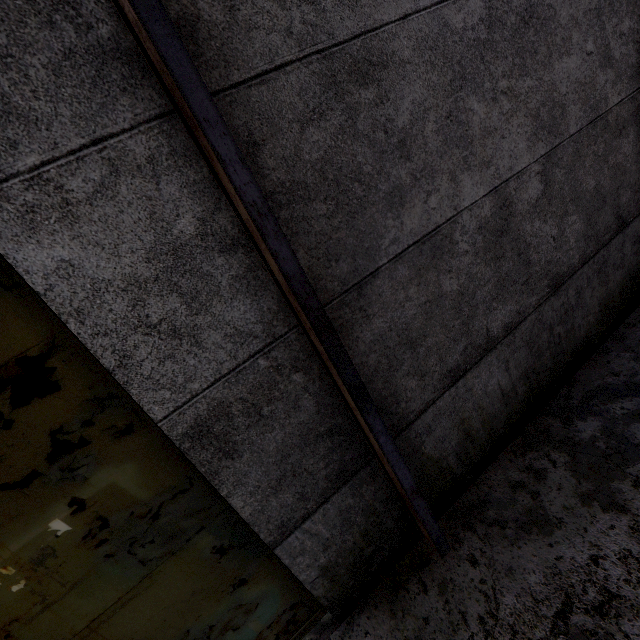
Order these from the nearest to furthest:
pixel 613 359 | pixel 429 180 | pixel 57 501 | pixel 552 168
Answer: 1. pixel 57 501
2. pixel 429 180
3. pixel 552 168
4. pixel 613 359
